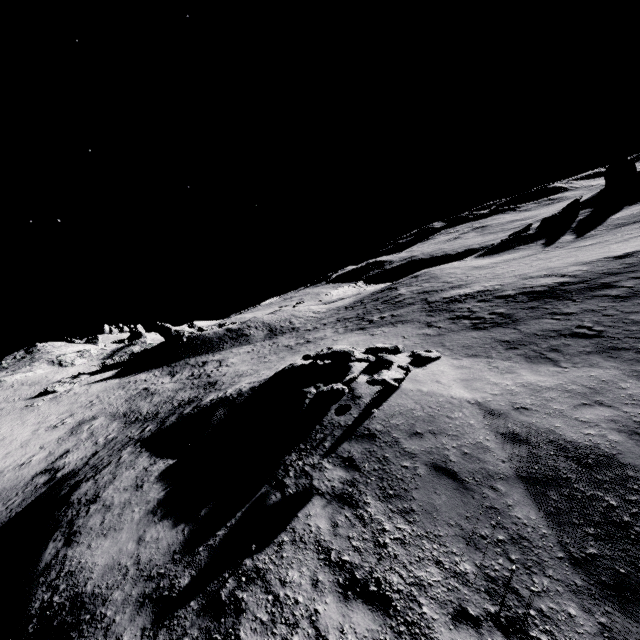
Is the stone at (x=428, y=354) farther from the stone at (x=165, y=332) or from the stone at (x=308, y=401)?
the stone at (x=165, y=332)

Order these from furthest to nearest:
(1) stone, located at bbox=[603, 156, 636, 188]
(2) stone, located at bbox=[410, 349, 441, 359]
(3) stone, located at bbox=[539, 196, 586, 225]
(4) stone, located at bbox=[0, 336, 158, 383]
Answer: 1. (4) stone, located at bbox=[0, 336, 158, 383]
2. (1) stone, located at bbox=[603, 156, 636, 188]
3. (3) stone, located at bbox=[539, 196, 586, 225]
4. (2) stone, located at bbox=[410, 349, 441, 359]

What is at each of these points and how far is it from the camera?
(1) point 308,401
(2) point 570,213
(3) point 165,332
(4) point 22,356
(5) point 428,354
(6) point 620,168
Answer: (1) stone, 10.90m
(2) stone, 37.56m
(3) stone, 47.06m
(4) stone, 51.66m
(5) stone, 13.03m
(6) stone, 44.06m

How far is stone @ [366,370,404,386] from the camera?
9.49m

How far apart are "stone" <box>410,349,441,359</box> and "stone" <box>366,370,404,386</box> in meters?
3.0

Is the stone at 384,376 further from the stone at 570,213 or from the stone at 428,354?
the stone at 570,213

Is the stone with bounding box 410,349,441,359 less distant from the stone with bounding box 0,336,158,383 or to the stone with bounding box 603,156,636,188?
the stone with bounding box 0,336,158,383

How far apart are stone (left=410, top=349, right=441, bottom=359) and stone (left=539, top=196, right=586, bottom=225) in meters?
36.4
